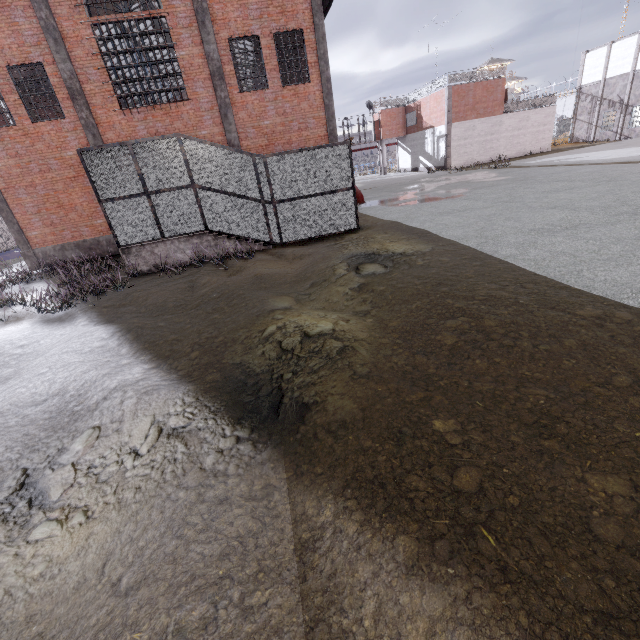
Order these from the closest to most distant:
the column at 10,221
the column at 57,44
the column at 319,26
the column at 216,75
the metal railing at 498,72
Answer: the column at 57,44
the column at 216,75
the column at 319,26
the column at 10,221
the metal railing at 498,72

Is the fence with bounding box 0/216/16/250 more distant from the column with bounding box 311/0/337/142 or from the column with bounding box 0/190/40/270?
the column with bounding box 311/0/337/142

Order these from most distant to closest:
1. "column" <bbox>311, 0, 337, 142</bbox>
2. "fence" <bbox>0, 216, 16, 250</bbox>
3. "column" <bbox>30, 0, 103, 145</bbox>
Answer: "fence" <bbox>0, 216, 16, 250</bbox> < "column" <bbox>311, 0, 337, 142</bbox> < "column" <bbox>30, 0, 103, 145</bbox>

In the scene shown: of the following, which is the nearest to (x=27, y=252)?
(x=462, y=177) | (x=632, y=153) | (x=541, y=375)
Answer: (x=541, y=375)

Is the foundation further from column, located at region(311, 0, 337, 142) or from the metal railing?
the metal railing

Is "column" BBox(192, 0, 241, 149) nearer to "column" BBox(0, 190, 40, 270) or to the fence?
"column" BBox(0, 190, 40, 270)

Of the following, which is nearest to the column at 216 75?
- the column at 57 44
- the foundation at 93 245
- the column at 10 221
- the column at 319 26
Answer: the column at 319 26

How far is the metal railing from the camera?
29.8 meters
